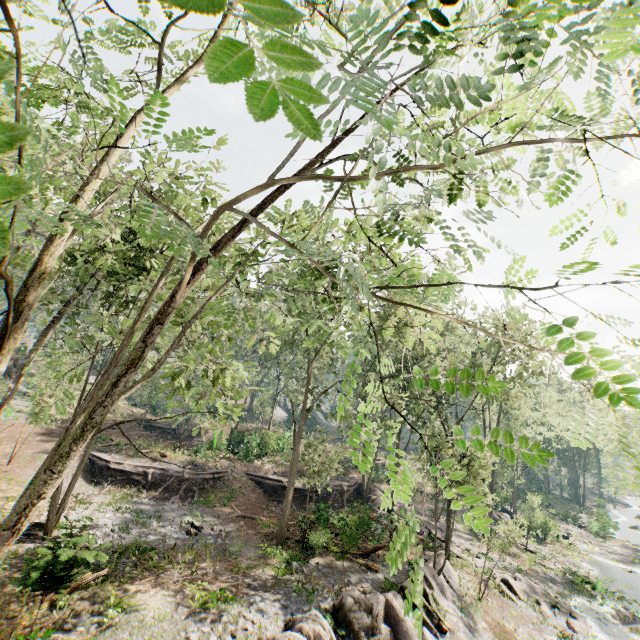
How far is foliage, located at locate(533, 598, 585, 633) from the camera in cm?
2023

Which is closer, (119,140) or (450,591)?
(119,140)

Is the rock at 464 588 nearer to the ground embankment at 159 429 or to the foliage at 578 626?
the foliage at 578 626

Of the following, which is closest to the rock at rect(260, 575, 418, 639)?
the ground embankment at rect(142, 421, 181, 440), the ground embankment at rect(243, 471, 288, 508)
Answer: the ground embankment at rect(243, 471, 288, 508)

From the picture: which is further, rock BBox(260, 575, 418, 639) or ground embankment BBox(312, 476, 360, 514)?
ground embankment BBox(312, 476, 360, 514)

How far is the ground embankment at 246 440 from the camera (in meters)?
32.40

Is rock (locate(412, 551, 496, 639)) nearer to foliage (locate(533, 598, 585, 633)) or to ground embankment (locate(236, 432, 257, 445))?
foliage (locate(533, 598, 585, 633))

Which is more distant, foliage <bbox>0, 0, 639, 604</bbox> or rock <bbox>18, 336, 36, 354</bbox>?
rock <bbox>18, 336, 36, 354</bbox>
